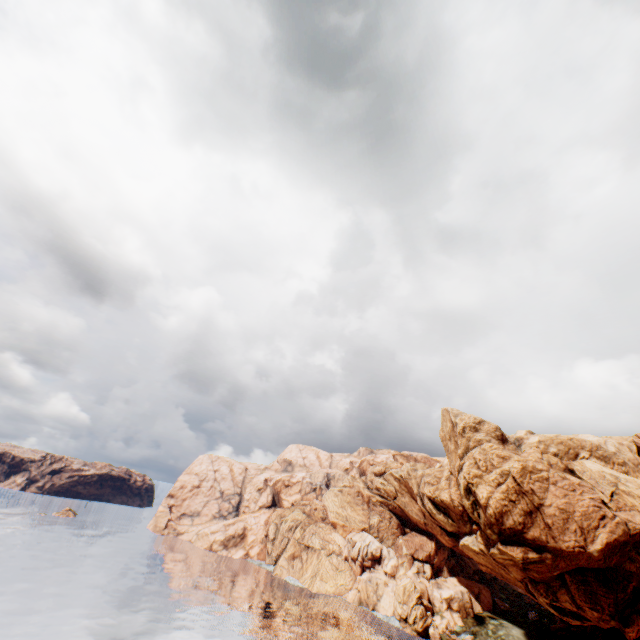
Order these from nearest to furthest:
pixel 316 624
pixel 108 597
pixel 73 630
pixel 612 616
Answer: pixel 73 630 → pixel 612 616 → pixel 108 597 → pixel 316 624
